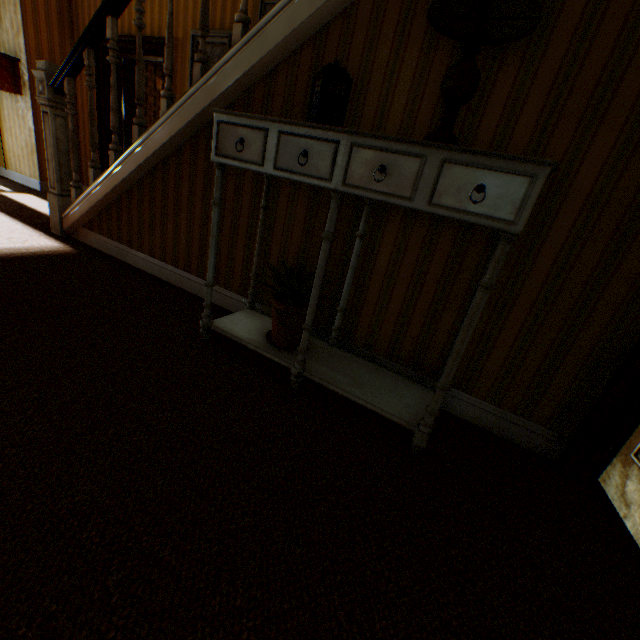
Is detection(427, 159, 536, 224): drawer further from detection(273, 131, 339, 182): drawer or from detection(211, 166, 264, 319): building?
detection(211, 166, 264, 319): building

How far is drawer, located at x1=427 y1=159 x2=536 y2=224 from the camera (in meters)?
1.15

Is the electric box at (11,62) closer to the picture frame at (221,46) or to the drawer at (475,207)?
the picture frame at (221,46)

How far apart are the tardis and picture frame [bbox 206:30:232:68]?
3.1 meters

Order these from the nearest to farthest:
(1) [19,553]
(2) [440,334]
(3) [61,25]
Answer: (1) [19,553] < (2) [440,334] < (3) [61,25]

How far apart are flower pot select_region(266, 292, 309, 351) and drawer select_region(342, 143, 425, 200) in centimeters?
72cm

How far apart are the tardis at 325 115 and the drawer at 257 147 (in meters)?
0.23

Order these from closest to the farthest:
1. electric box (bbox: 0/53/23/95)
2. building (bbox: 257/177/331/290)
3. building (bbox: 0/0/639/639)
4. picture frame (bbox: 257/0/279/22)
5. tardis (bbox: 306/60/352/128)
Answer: building (bbox: 0/0/639/639), tardis (bbox: 306/60/352/128), building (bbox: 257/177/331/290), picture frame (bbox: 257/0/279/22), electric box (bbox: 0/53/23/95)
